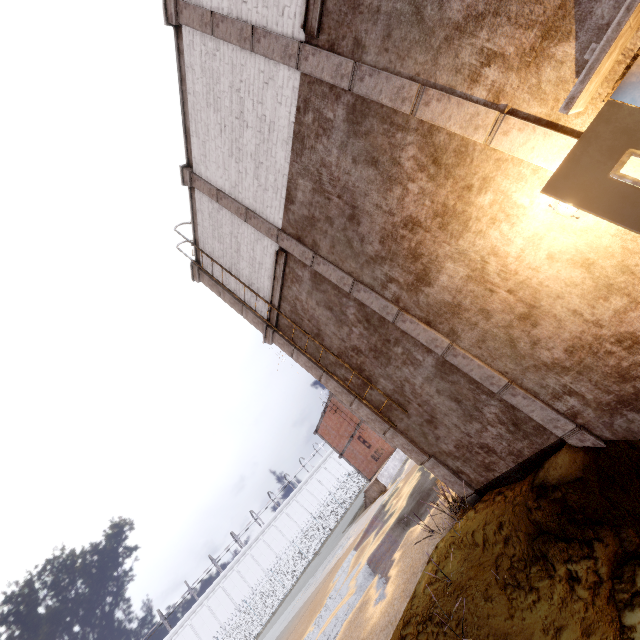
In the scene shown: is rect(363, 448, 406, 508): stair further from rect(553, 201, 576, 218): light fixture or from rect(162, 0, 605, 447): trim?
rect(553, 201, 576, 218): light fixture

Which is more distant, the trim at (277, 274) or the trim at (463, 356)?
the trim at (277, 274)

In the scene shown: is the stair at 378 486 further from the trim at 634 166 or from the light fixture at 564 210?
the light fixture at 564 210

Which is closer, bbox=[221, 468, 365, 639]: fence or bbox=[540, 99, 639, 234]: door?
bbox=[540, 99, 639, 234]: door

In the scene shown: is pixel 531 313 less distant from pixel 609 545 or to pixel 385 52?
pixel 609 545

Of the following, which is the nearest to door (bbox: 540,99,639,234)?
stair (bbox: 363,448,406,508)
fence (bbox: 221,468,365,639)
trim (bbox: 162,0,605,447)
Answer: trim (bbox: 162,0,605,447)

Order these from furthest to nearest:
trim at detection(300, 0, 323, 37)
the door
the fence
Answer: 1. the fence
2. trim at detection(300, 0, 323, 37)
3. the door

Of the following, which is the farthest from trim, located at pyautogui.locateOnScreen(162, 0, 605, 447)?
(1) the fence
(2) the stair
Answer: (2) the stair
